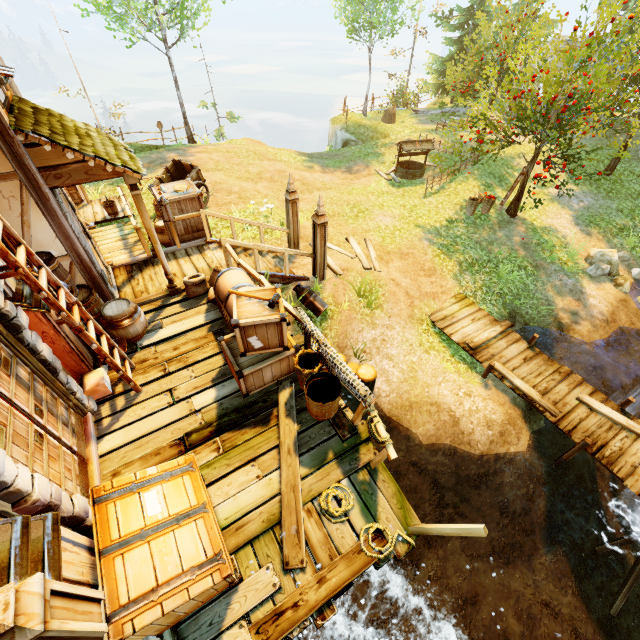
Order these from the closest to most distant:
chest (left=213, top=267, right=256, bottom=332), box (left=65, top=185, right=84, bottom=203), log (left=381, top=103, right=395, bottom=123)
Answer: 1. chest (left=213, top=267, right=256, bottom=332)
2. box (left=65, top=185, right=84, bottom=203)
3. log (left=381, top=103, right=395, bottom=123)

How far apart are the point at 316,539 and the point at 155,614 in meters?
2.0

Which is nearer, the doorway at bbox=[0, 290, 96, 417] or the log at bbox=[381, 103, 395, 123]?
the doorway at bbox=[0, 290, 96, 417]

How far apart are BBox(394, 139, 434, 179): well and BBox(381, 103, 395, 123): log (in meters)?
7.05

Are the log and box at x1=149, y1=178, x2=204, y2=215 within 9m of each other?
no

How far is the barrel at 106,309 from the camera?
5.4m

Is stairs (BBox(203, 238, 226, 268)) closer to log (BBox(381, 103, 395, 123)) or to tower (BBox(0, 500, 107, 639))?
tower (BBox(0, 500, 107, 639))

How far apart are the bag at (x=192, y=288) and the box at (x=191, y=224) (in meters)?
2.02
